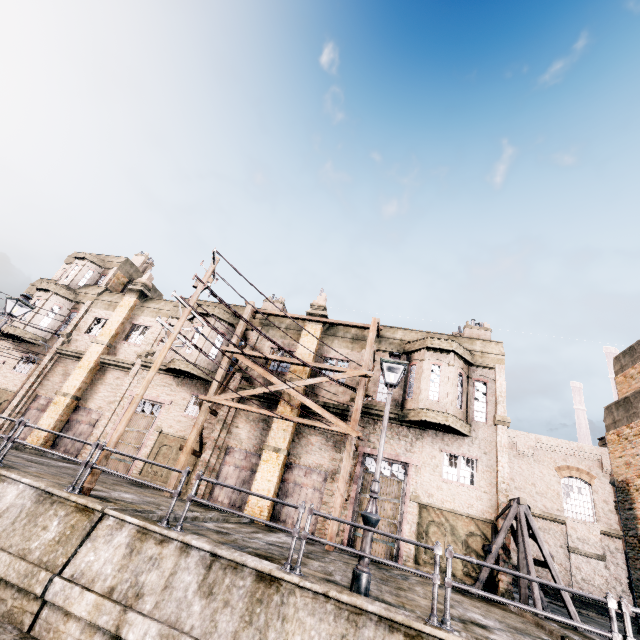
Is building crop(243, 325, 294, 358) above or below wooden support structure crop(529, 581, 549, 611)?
above

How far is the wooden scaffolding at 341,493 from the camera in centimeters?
1504cm

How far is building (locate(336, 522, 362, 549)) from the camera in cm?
1534

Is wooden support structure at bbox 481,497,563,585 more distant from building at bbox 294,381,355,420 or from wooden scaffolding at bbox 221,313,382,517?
wooden scaffolding at bbox 221,313,382,517

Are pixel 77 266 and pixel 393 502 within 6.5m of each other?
no

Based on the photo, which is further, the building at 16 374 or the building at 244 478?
the building at 16 374

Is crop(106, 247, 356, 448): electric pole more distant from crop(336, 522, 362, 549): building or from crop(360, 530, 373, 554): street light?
crop(360, 530, 373, 554): street light
